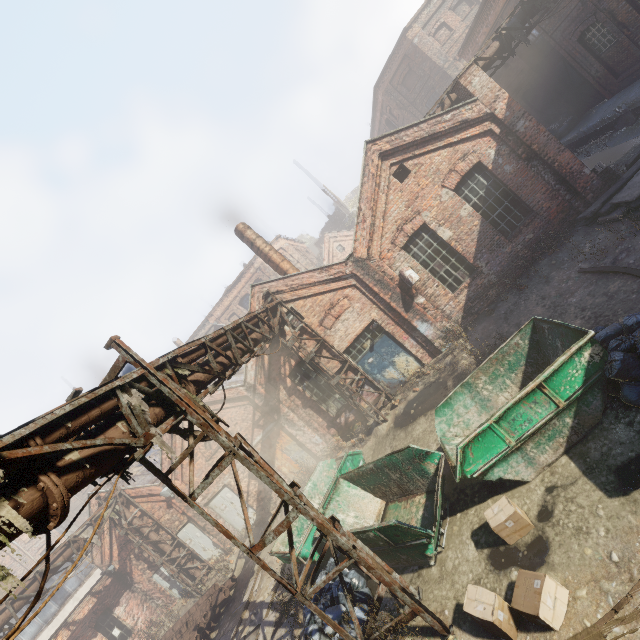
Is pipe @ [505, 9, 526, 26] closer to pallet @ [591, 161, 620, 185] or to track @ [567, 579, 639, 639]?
pallet @ [591, 161, 620, 185]

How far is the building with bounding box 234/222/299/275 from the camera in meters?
15.0 m

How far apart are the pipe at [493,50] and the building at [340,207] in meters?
30.1 m

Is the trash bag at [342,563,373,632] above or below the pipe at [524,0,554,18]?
below

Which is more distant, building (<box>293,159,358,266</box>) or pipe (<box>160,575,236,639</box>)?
building (<box>293,159,358,266</box>)

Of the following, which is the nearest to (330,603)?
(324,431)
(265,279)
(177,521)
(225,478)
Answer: (324,431)

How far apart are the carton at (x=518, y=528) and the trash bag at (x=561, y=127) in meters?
20.0 m

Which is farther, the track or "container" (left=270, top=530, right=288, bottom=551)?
"container" (left=270, top=530, right=288, bottom=551)
